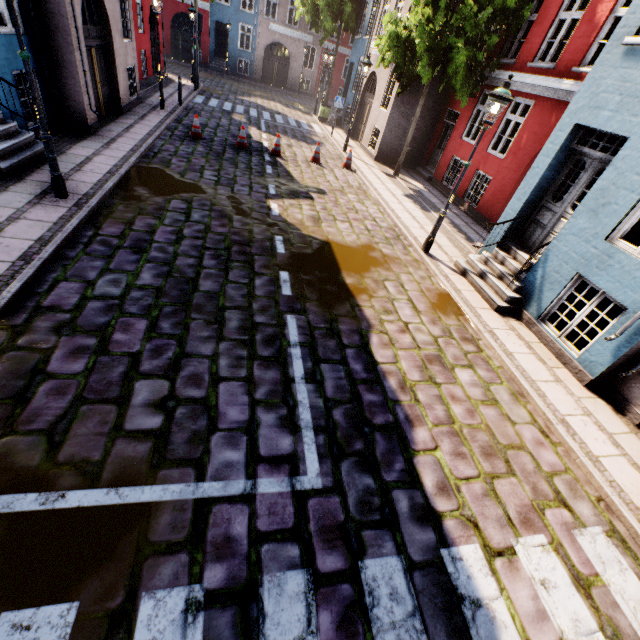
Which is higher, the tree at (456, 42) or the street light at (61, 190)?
the tree at (456, 42)

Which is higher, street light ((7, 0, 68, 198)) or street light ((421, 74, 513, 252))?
street light ((421, 74, 513, 252))

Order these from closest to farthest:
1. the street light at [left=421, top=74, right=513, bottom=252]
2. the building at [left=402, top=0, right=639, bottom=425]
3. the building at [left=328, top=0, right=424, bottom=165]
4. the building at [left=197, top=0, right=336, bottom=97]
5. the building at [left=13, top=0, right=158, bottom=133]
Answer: the building at [left=402, top=0, right=639, bottom=425]
the street light at [left=421, top=74, right=513, bottom=252]
the building at [left=13, top=0, right=158, bottom=133]
the building at [left=328, top=0, right=424, bottom=165]
the building at [left=197, top=0, right=336, bottom=97]

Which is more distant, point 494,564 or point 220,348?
point 220,348

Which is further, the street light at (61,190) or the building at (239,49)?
the building at (239,49)

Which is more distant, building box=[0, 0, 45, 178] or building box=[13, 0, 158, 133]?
building box=[13, 0, 158, 133]

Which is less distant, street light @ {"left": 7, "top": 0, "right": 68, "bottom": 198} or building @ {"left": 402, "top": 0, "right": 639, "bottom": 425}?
street light @ {"left": 7, "top": 0, "right": 68, "bottom": 198}

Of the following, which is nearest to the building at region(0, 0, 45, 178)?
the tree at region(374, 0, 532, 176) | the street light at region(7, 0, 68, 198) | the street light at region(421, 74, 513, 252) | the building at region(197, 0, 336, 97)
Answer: the street light at region(7, 0, 68, 198)
